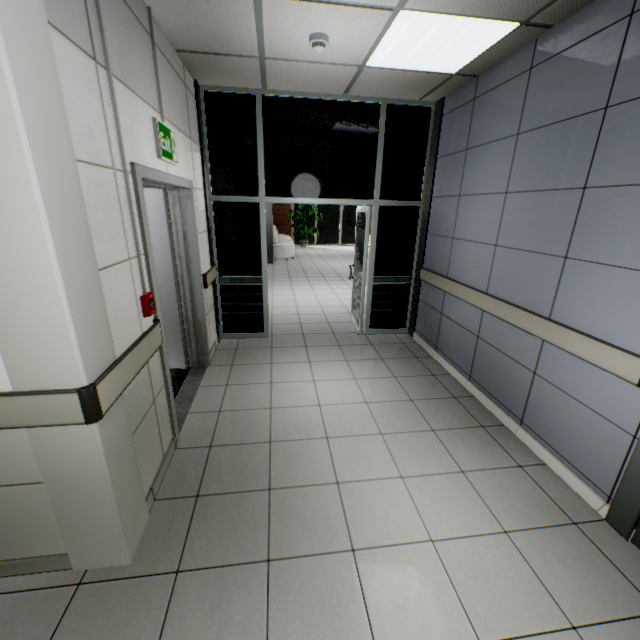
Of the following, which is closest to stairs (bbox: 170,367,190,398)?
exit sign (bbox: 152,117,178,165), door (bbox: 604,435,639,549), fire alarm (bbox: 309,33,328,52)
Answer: exit sign (bbox: 152,117,178,165)

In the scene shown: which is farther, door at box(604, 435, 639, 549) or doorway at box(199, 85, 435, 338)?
doorway at box(199, 85, 435, 338)

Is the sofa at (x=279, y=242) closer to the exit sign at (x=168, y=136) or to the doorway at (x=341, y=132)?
the doorway at (x=341, y=132)

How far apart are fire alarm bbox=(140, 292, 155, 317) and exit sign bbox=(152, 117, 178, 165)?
1.1m

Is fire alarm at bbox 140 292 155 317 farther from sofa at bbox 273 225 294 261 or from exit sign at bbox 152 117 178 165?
sofa at bbox 273 225 294 261

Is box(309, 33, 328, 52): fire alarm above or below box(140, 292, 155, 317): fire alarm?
above

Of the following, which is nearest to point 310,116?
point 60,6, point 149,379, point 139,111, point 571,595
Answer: point 139,111

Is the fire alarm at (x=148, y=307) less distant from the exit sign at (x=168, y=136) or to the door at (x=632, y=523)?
the exit sign at (x=168, y=136)
